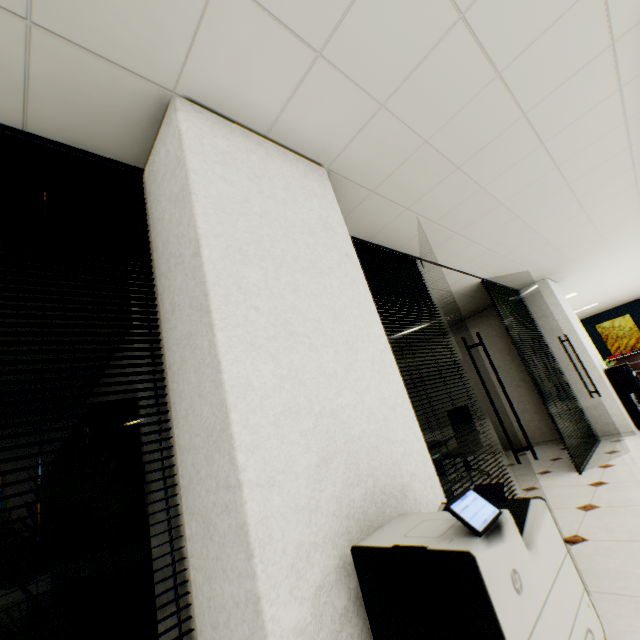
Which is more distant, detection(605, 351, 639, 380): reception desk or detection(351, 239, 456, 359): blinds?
detection(605, 351, 639, 380): reception desk

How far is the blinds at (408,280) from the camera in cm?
292

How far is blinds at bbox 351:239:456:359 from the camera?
2.92m

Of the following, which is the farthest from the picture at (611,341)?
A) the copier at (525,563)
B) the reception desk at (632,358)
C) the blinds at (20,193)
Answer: the blinds at (20,193)

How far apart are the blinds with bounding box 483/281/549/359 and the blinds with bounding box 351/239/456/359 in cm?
210

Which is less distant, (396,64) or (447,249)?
(396,64)

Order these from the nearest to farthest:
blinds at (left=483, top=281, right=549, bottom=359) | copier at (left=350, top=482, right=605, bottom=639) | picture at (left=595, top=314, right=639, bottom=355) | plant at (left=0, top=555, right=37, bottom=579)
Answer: copier at (left=350, top=482, right=605, bottom=639), plant at (left=0, top=555, right=37, bottom=579), blinds at (left=483, top=281, right=549, bottom=359), picture at (left=595, top=314, right=639, bottom=355)

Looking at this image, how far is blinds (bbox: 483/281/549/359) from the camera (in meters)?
5.20
